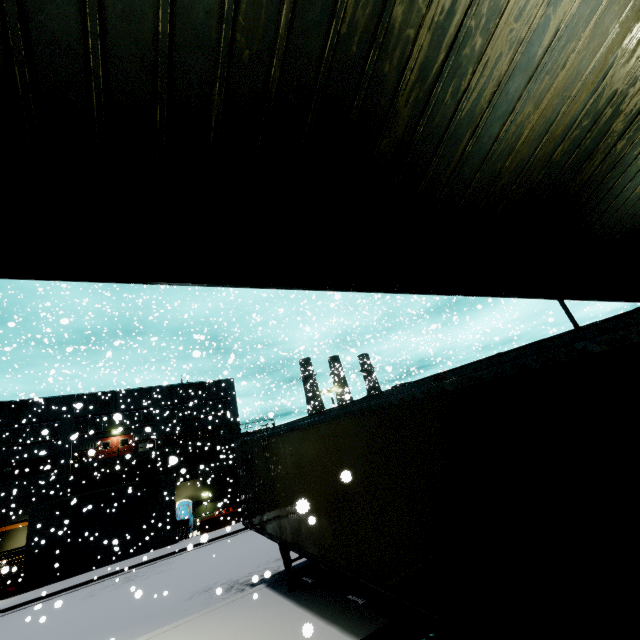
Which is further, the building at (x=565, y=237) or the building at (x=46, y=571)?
the building at (x=46, y=571)

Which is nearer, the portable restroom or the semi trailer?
the semi trailer

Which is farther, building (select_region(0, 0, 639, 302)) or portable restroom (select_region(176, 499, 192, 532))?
portable restroom (select_region(176, 499, 192, 532))

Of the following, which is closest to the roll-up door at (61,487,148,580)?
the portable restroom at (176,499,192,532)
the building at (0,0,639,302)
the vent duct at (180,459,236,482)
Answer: the building at (0,0,639,302)

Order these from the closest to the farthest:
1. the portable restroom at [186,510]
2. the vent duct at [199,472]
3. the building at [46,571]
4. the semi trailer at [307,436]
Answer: the semi trailer at [307,436], the building at [46,571], the portable restroom at [186,510], the vent duct at [199,472]

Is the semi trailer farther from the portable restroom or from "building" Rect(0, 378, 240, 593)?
the portable restroom

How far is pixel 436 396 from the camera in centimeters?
387cm

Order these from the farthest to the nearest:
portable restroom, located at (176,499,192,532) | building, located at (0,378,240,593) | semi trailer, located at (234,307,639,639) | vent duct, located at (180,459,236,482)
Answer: vent duct, located at (180,459,236,482), portable restroom, located at (176,499,192,532), building, located at (0,378,240,593), semi trailer, located at (234,307,639,639)
